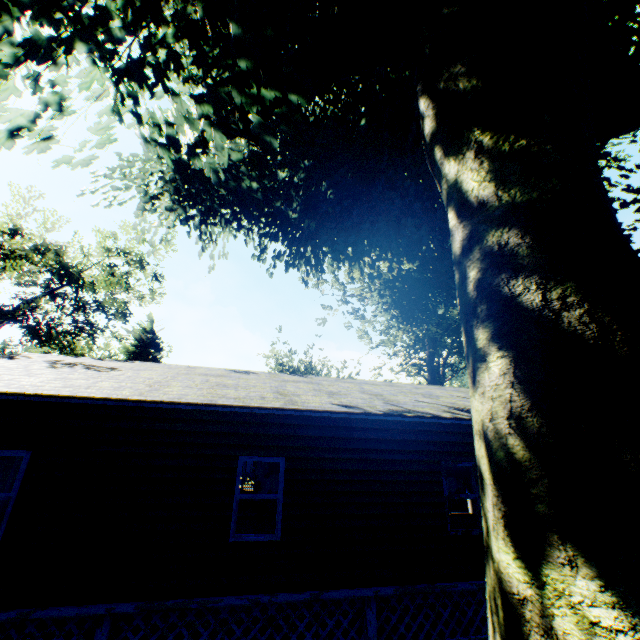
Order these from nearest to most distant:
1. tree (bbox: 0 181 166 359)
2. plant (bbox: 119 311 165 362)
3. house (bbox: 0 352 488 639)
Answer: house (bbox: 0 352 488 639) < tree (bbox: 0 181 166 359) < plant (bbox: 119 311 165 362)

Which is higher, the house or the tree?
the tree

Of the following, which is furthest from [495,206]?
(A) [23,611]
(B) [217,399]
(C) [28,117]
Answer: (A) [23,611]

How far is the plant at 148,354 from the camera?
29.8 meters

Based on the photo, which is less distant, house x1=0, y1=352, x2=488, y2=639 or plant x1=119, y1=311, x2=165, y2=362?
house x1=0, y1=352, x2=488, y2=639

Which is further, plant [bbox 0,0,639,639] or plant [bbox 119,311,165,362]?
plant [bbox 119,311,165,362]

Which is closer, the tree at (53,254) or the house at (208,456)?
the house at (208,456)

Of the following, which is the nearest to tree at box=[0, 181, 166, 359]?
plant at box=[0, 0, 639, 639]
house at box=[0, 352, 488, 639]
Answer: plant at box=[0, 0, 639, 639]
